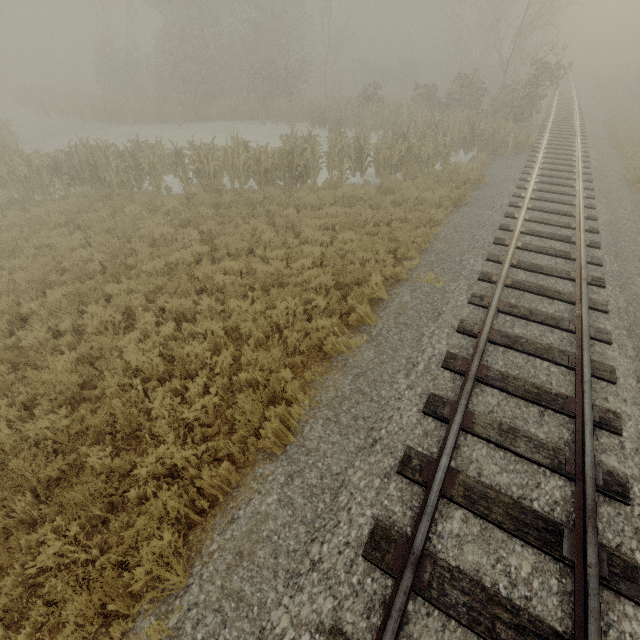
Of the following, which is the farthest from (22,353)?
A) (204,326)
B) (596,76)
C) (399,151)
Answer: (596,76)
